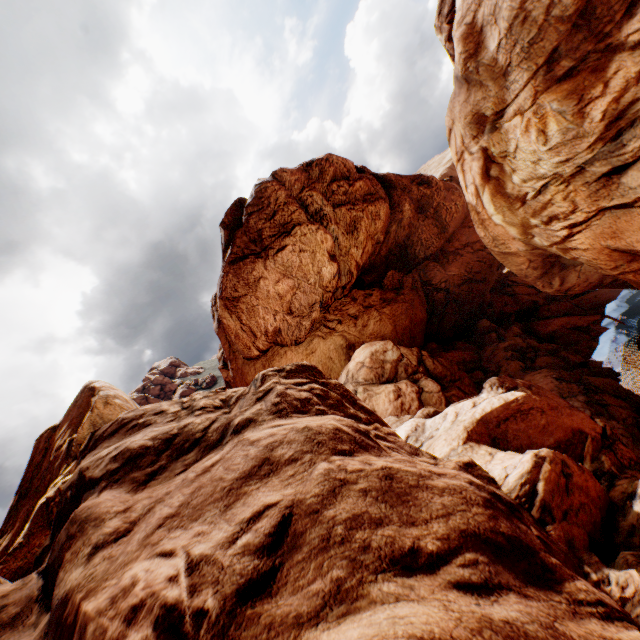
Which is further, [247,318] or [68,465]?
[247,318]
